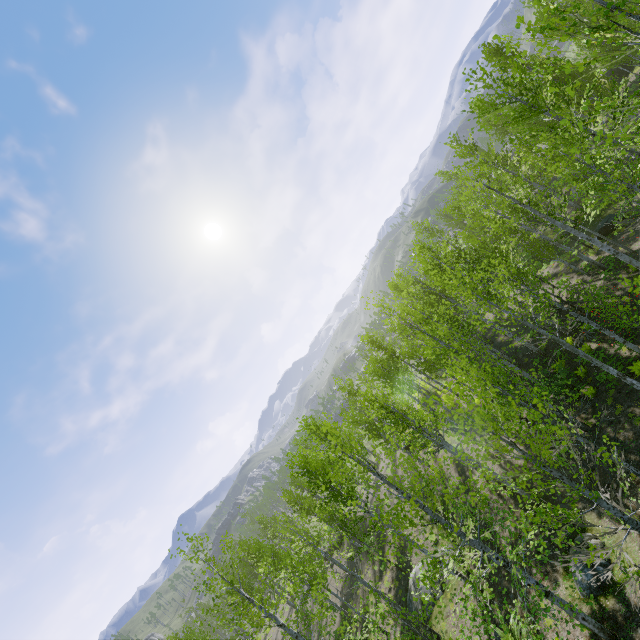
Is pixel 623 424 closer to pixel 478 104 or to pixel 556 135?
pixel 556 135
